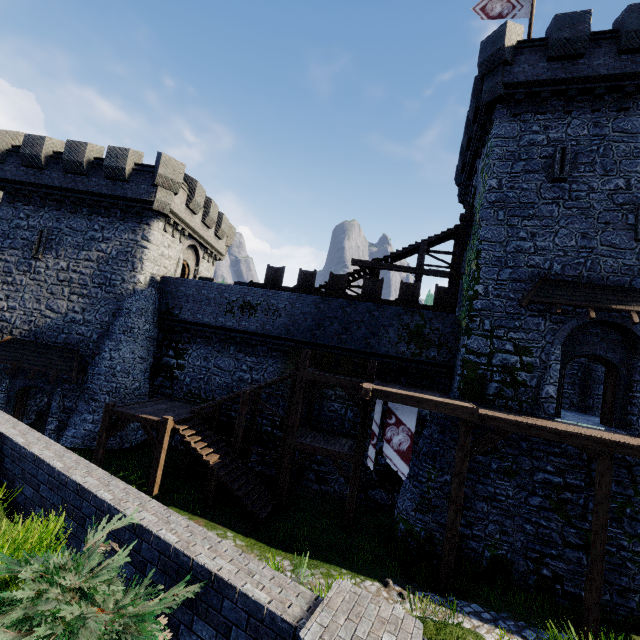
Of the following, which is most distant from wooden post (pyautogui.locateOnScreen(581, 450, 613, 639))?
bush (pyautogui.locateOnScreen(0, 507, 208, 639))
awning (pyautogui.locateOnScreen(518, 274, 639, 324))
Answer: bush (pyautogui.locateOnScreen(0, 507, 208, 639))

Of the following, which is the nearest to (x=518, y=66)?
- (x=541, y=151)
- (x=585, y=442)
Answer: (x=541, y=151)

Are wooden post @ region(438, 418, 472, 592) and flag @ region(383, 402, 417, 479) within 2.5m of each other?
yes

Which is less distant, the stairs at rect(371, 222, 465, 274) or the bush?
the bush

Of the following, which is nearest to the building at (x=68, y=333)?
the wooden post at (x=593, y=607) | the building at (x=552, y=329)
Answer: the building at (x=552, y=329)

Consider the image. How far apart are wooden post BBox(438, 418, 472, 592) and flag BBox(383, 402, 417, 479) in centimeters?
147cm

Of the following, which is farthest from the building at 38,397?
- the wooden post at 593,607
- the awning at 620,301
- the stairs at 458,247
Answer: the wooden post at 593,607

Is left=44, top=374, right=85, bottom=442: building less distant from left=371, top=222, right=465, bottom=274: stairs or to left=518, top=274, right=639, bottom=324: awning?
left=371, top=222, right=465, bottom=274: stairs
